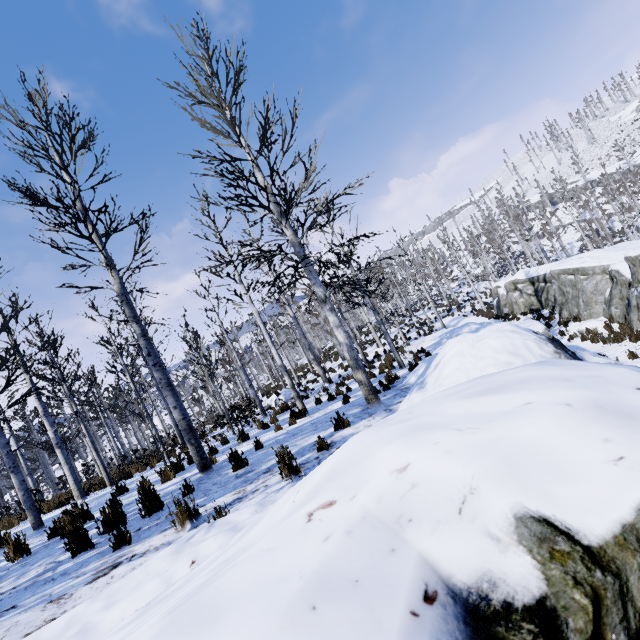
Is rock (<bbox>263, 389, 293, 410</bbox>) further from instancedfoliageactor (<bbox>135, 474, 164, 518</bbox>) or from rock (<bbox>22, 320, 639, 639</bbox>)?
instancedfoliageactor (<bbox>135, 474, 164, 518</bbox>)

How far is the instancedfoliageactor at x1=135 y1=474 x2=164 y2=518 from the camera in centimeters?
486cm

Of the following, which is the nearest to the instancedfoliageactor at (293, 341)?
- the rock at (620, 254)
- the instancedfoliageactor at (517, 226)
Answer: the rock at (620, 254)

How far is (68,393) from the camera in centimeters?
1094cm

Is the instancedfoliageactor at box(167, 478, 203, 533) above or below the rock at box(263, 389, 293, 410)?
above

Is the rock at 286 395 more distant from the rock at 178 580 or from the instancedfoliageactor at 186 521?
the instancedfoliageactor at 186 521

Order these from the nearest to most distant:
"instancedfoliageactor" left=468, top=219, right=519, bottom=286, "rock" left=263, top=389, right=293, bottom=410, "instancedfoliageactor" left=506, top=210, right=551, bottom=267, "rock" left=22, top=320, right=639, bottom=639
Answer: "rock" left=22, top=320, right=639, bottom=639
"rock" left=263, top=389, right=293, bottom=410
"instancedfoliageactor" left=468, top=219, right=519, bottom=286
"instancedfoliageactor" left=506, top=210, right=551, bottom=267
